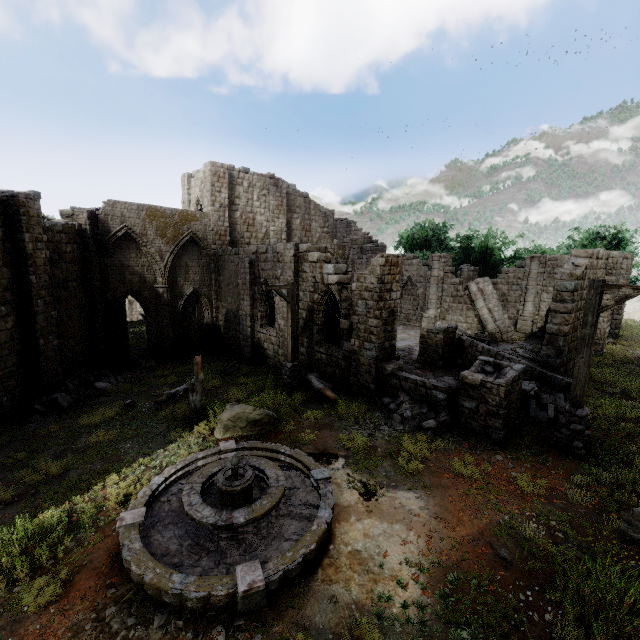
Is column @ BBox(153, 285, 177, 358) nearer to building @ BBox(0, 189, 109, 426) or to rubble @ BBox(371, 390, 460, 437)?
building @ BBox(0, 189, 109, 426)

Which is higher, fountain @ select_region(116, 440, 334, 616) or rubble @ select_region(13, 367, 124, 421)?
fountain @ select_region(116, 440, 334, 616)

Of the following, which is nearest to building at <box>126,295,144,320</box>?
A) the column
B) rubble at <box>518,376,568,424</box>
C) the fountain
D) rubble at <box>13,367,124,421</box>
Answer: rubble at <box>518,376,568,424</box>

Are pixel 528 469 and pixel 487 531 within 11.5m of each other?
→ yes

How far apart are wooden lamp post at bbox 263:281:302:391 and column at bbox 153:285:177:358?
10.2m

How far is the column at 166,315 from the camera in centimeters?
2103cm

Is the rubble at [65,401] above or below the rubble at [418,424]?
below

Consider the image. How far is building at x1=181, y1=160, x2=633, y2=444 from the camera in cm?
1196
